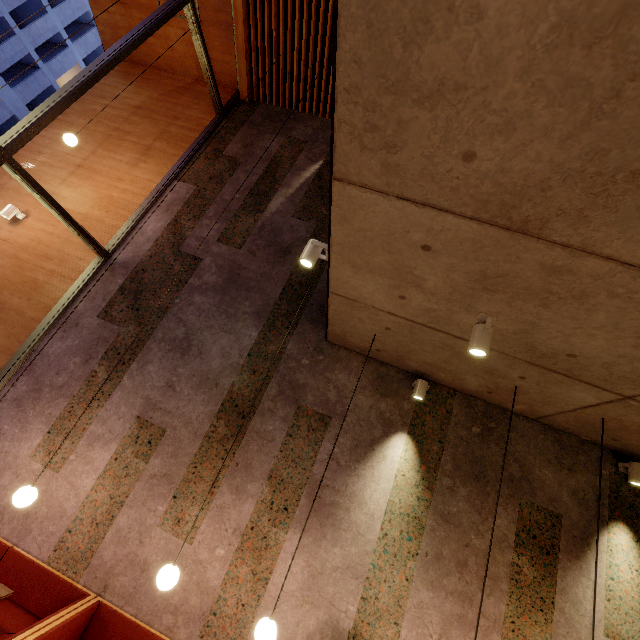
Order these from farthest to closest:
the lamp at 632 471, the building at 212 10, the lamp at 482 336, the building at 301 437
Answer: the building at 212 10 < the lamp at 632 471 < the lamp at 482 336 < the building at 301 437

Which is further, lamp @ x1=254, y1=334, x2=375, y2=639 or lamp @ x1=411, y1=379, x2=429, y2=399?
lamp @ x1=411, y1=379, x2=429, y2=399

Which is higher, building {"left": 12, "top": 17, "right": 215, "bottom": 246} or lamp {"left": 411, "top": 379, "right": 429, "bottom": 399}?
building {"left": 12, "top": 17, "right": 215, "bottom": 246}

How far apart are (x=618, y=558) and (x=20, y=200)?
10.7m

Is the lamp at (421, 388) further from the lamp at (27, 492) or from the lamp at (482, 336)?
the lamp at (27, 492)

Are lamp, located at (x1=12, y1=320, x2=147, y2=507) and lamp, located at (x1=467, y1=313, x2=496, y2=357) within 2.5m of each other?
no

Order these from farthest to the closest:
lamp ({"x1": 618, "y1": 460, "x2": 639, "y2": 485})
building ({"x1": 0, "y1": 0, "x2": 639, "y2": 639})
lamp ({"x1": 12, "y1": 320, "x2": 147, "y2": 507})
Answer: lamp ({"x1": 618, "y1": 460, "x2": 639, "y2": 485})
lamp ({"x1": 12, "y1": 320, "x2": 147, "y2": 507})
building ({"x1": 0, "y1": 0, "x2": 639, "y2": 639})

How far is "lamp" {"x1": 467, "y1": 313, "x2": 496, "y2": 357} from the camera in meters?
2.6
